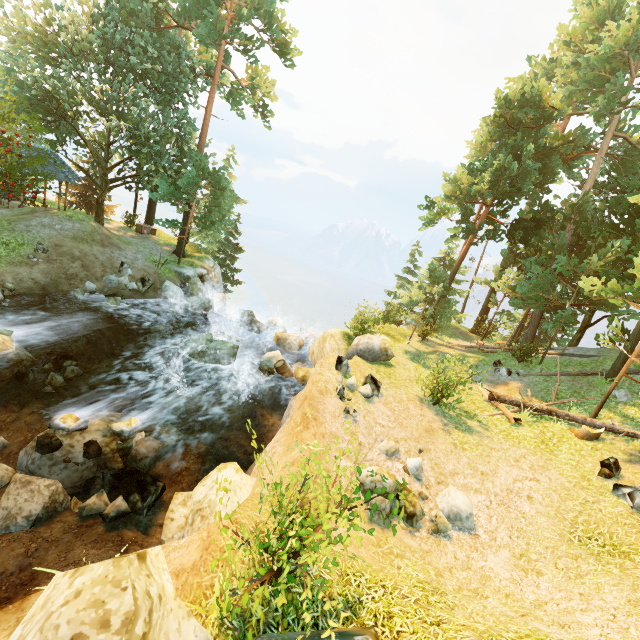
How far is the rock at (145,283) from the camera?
18.5m

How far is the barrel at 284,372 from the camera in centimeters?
1557cm

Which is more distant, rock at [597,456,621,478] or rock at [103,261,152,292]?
rock at [103,261,152,292]

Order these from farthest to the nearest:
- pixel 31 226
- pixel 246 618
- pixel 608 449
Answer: pixel 31 226 < pixel 608 449 < pixel 246 618

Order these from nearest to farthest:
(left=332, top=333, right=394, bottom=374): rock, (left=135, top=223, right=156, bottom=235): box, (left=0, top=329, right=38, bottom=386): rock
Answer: (left=0, top=329, right=38, bottom=386): rock < (left=332, top=333, right=394, bottom=374): rock < (left=135, top=223, right=156, bottom=235): box

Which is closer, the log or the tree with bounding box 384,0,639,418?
the log

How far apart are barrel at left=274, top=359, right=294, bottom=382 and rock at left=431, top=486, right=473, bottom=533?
8.5 meters

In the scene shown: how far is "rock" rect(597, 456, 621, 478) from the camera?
9.43m
